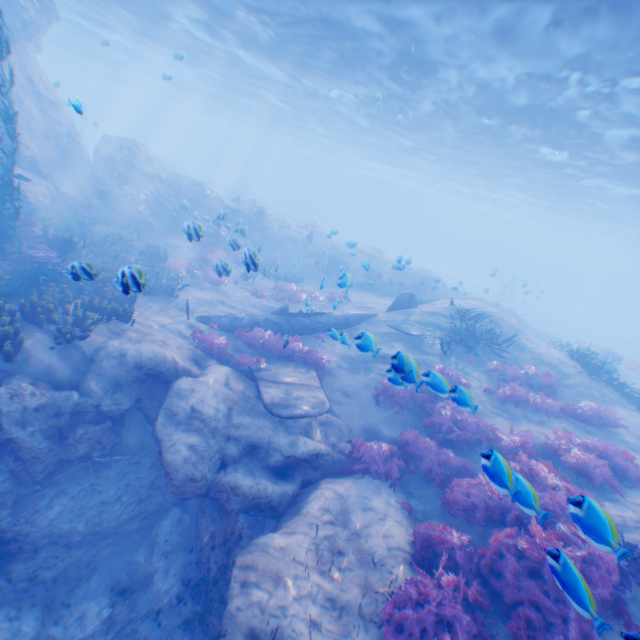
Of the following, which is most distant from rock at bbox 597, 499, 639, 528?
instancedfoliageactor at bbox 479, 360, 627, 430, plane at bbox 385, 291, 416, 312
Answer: instancedfoliageactor at bbox 479, 360, 627, 430

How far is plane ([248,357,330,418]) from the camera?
8.1 meters

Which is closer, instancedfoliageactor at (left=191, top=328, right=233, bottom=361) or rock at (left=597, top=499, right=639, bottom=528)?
rock at (left=597, top=499, right=639, bottom=528)

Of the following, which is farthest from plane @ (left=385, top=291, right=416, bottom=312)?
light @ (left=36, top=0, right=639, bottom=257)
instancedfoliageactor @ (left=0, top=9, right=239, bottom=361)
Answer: light @ (left=36, top=0, right=639, bottom=257)

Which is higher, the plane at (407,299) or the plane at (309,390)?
the plane at (407,299)

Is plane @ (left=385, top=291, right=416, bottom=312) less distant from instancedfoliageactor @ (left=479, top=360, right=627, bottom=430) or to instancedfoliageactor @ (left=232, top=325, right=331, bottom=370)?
instancedfoliageactor @ (left=232, top=325, right=331, bottom=370)

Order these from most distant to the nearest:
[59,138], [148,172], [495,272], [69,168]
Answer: [495,272]
[148,172]
[69,168]
[59,138]

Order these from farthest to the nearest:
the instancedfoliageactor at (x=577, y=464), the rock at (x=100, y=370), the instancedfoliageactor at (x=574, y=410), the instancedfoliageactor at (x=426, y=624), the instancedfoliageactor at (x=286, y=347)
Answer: the instancedfoliageactor at (x=286, y=347), the instancedfoliageactor at (x=574, y=410), the instancedfoliageactor at (x=577, y=464), the rock at (x=100, y=370), the instancedfoliageactor at (x=426, y=624)
